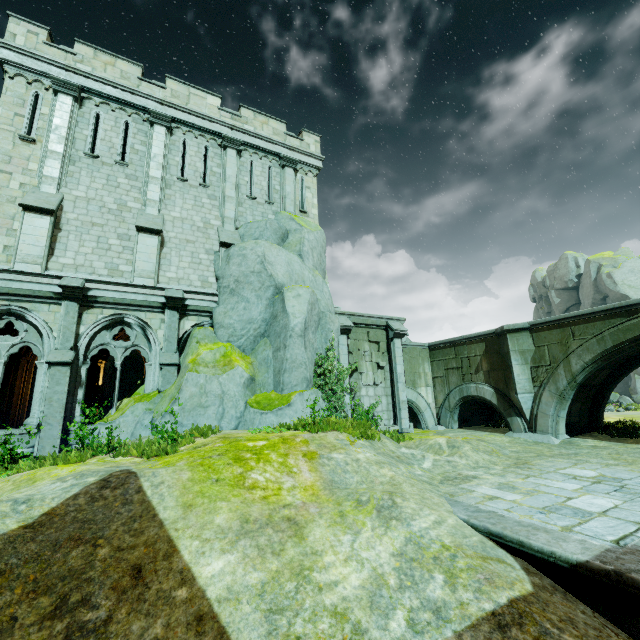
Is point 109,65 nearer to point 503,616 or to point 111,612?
point 111,612

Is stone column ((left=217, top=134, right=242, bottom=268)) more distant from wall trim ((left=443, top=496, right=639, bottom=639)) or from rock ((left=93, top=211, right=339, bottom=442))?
wall trim ((left=443, top=496, right=639, bottom=639))

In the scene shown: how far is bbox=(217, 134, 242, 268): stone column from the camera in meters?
14.2

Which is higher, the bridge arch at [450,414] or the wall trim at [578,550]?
the bridge arch at [450,414]

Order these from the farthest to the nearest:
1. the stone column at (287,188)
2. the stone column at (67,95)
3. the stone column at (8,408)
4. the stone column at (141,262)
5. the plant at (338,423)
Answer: the stone column at (287,188)
the stone column at (8,408)
the stone column at (141,262)
the stone column at (67,95)
the plant at (338,423)

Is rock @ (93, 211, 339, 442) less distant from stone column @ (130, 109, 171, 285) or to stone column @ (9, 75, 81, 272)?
stone column @ (130, 109, 171, 285)

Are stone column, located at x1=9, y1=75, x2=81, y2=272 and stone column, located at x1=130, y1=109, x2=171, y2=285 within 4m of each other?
yes

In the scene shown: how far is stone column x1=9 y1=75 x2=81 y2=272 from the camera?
10.78m
